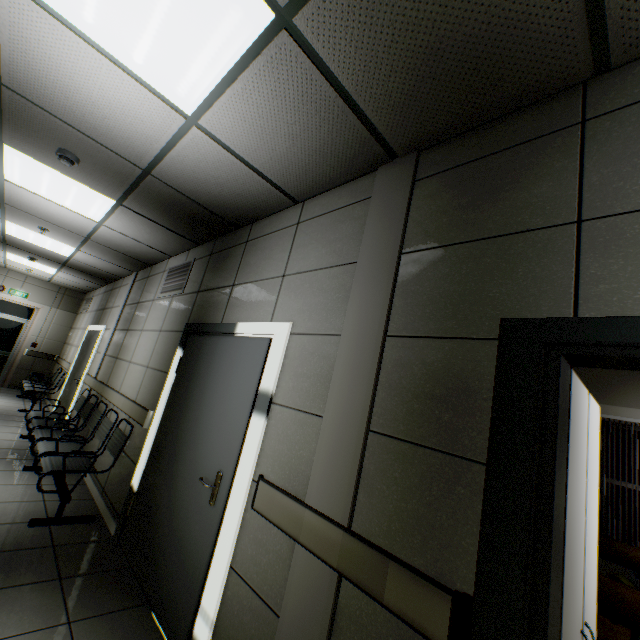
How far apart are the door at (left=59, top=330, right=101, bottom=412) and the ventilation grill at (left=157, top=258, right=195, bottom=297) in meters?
3.0 m

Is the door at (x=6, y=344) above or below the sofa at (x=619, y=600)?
above

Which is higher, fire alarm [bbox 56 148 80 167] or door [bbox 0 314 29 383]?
fire alarm [bbox 56 148 80 167]

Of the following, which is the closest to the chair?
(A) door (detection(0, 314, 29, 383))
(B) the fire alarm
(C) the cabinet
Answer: (B) the fire alarm

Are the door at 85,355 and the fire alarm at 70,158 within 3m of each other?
no

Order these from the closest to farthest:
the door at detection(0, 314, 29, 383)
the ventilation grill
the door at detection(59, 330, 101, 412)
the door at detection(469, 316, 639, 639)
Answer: the door at detection(469, 316, 639, 639) < the ventilation grill < the door at detection(59, 330, 101, 412) < the door at detection(0, 314, 29, 383)

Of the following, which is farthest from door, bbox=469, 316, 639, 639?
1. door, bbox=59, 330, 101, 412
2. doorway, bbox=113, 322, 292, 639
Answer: door, bbox=59, 330, 101, 412

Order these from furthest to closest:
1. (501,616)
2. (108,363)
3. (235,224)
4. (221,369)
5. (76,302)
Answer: (76,302), (108,363), (235,224), (221,369), (501,616)
